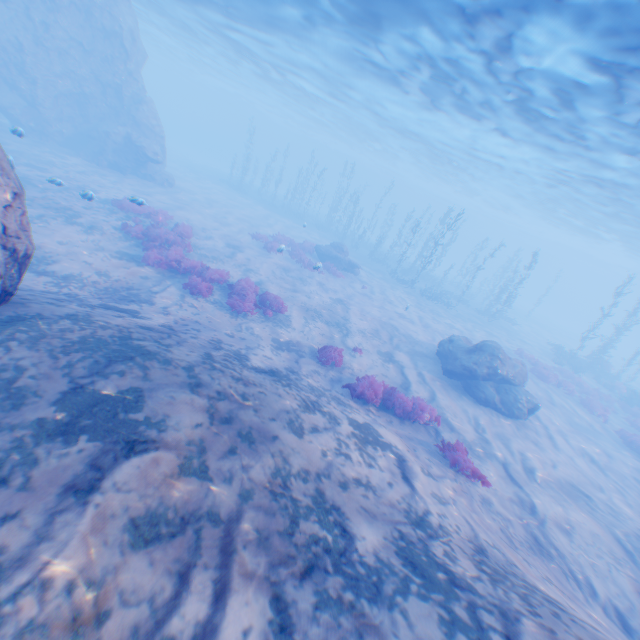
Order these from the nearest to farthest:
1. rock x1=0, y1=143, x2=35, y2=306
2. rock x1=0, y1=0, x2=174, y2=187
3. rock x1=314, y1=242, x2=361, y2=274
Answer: rock x1=0, y1=143, x2=35, y2=306 → rock x1=0, y1=0, x2=174, y2=187 → rock x1=314, y1=242, x2=361, y2=274

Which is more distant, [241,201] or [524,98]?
[241,201]

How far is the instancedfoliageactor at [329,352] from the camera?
11.8 meters

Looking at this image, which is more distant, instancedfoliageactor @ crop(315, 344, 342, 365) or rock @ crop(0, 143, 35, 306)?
instancedfoliageactor @ crop(315, 344, 342, 365)

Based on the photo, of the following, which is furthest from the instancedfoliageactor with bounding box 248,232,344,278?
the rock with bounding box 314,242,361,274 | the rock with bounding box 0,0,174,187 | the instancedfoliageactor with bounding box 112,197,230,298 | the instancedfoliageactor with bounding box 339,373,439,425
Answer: the instancedfoliageactor with bounding box 339,373,439,425

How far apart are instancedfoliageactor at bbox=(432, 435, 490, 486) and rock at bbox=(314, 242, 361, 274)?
17.24m

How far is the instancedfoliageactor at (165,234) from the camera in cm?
1303

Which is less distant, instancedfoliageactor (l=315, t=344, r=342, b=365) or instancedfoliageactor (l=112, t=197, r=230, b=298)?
instancedfoliageactor (l=315, t=344, r=342, b=365)
